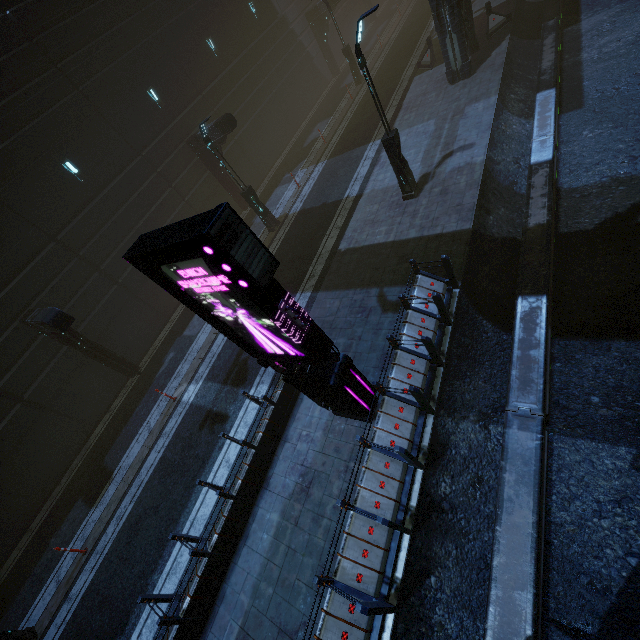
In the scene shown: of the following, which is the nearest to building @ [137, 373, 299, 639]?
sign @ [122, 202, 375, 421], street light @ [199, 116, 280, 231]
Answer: sign @ [122, 202, 375, 421]

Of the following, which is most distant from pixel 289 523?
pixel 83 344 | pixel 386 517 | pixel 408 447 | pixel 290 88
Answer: pixel 290 88

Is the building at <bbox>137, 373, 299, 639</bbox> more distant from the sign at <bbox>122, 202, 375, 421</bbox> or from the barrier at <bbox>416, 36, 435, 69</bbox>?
the barrier at <bbox>416, 36, 435, 69</bbox>

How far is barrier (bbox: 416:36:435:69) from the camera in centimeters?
1841cm

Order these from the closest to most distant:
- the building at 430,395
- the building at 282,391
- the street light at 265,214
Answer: the building at 430,395, the building at 282,391, the street light at 265,214

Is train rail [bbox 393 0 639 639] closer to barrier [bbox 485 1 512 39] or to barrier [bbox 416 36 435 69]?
barrier [bbox 485 1 512 39]

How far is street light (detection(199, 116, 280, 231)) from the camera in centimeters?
1355cm

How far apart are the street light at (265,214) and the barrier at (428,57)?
12.8 meters
